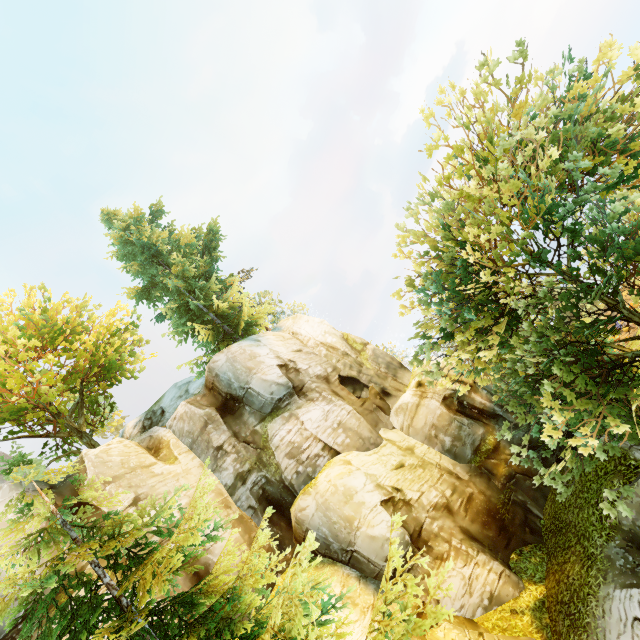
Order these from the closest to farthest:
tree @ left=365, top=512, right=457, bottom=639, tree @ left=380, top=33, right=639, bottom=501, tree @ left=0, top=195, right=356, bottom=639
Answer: tree @ left=0, top=195, right=356, bottom=639, tree @ left=365, top=512, right=457, bottom=639, tree @ left=380, top=33, right=639, bottom=501

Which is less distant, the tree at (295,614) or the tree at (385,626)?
the tree at (295,614)

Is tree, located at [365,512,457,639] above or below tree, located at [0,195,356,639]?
below

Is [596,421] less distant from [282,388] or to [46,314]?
[282,388]

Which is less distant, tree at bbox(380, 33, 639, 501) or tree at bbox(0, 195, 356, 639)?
tree at bbox(0, 195, 356, 639)

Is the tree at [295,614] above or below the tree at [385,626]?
above
